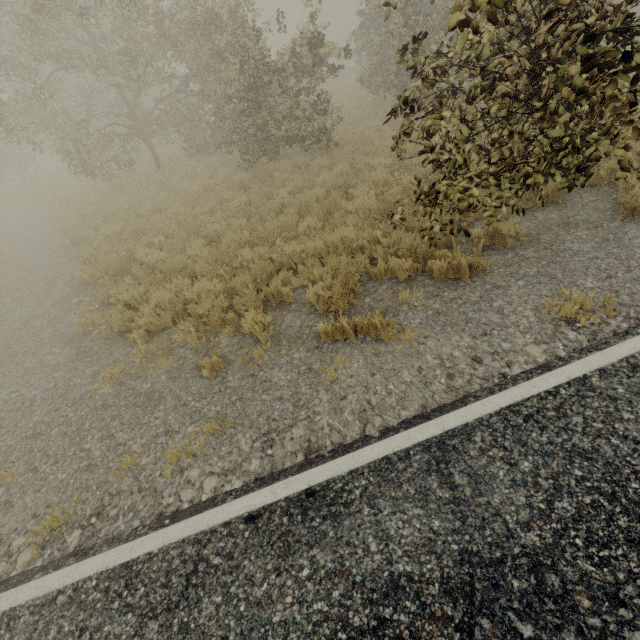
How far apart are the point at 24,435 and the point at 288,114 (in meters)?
10.86
